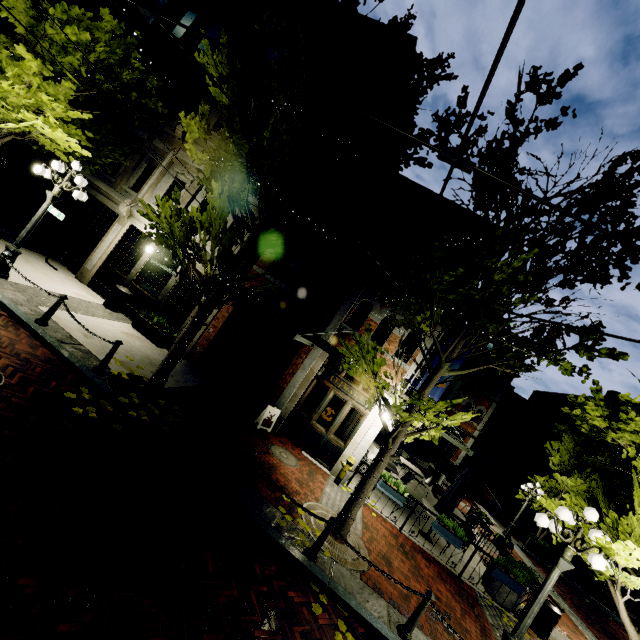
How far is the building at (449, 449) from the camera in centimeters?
2483cm

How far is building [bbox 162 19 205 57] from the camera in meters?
13.9

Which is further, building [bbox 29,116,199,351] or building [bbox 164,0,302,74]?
building [bbox 164,0,302,74]

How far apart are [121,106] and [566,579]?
30.9m

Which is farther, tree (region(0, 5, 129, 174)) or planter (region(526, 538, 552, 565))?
planter (region(526, 538, 552, 565))

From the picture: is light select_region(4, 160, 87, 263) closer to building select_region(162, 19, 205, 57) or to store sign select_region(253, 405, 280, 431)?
building select_region(162, 19, 205, 57)

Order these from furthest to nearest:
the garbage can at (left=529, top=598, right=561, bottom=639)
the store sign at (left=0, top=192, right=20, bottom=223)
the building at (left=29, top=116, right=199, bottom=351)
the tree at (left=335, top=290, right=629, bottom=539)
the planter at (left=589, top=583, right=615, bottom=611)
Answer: the planter at (left=589, top=583, right=615, bottom=611)
the store sign at (left=0, top=192, right=20, bottom=223)
the building at (left=29, top=116, right=199, bottom=351)
the garbage can at (left=529, top=598, right=561, bottom=639)
the tree at (left=335, top=290, right=629, bottom=539)

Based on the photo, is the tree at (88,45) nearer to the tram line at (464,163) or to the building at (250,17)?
the building at (250,17)
